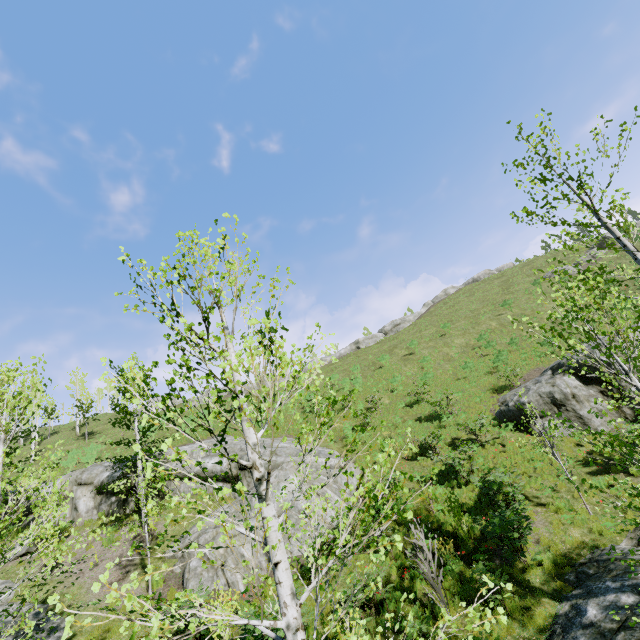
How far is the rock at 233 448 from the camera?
17.97m

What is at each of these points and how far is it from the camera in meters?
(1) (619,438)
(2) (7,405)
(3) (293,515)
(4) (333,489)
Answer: (1) instancedfoliageactor, 12.7
(2) instancedfoliageactor, 19.6
(3) rock, 14.2
(4) rock, 15.2

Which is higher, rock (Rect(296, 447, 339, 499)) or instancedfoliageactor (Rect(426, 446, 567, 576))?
rock (Rect(296, 447, 339, 499))

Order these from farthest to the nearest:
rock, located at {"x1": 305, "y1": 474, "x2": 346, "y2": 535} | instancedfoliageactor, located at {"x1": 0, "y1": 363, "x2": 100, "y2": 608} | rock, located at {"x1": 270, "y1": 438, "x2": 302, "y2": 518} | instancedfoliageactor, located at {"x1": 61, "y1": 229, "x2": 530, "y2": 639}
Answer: rock, located at {"x1": 270, "y1": 438, "x2": 302, "y2": 518}, rock, located at {"x1": 305, "y1": 474, "x2": 346, "y2": 535}, instancedfoliageactor, located at {"x1": 0, "y1": 363, "x2": 100, "y2": 608}, instancedfoliageactor, located at {"x1": 61, "y1": 229, "x2": 530, "y2": 639}

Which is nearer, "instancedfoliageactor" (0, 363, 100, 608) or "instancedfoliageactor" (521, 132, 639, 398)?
"instancedfoliageactor" (521, 132, 639, 398)

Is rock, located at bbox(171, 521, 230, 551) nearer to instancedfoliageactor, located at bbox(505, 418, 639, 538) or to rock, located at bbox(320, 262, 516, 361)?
instancedfoliageactor, located at bbox(505, 418, 639, 538)

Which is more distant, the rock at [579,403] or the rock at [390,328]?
the rock at [390,328]

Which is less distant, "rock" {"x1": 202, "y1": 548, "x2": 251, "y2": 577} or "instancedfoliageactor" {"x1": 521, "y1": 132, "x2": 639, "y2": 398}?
"instancedfoliageactor" {"x1": 521, "y1": 132, "x2": 639, "y2": 398}
